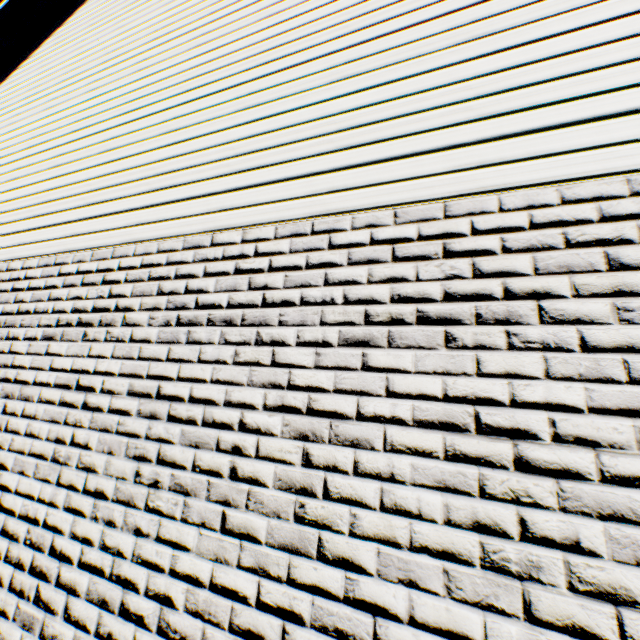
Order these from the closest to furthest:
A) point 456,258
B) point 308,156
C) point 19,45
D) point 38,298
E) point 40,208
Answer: point 456,258 < point 308,156 < point 38,298 < point 40,208 < point 19,45
